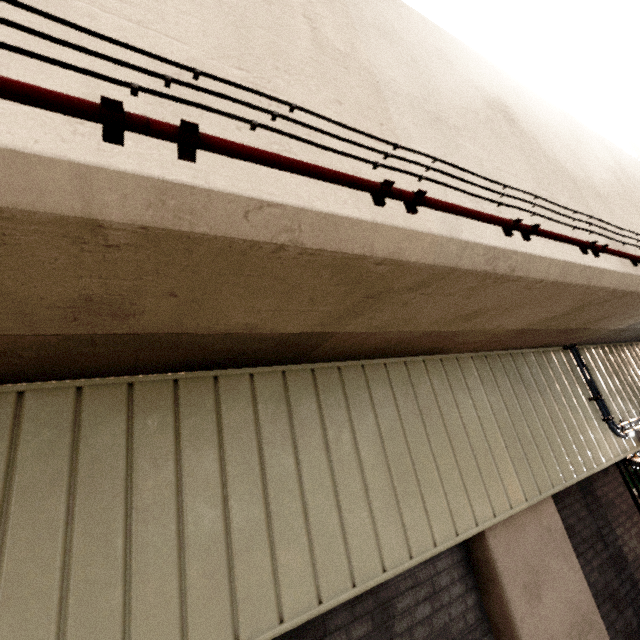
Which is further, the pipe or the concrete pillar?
the concrete pillar

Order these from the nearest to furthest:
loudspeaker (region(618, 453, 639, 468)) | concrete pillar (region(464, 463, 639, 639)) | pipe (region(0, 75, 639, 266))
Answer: pipe (region(0, 75, 639, 266)) → concrete pillar (region(464, 463, 639, 639)) → loudspeaker (region(618, 453, 639, 468))

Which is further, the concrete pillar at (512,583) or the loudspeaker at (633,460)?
the loudspeaker at (633,460)

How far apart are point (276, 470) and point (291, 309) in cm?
143

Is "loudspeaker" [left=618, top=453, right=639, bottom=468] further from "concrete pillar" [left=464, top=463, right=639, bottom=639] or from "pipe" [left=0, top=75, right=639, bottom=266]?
"pipe" [left=0, top=75, right=639, bottom=266]

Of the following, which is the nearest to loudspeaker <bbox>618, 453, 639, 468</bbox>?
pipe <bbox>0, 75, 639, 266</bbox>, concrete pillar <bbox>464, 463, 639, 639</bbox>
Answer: concrete pillar <bbox>464, 463, 639, 639</bbox>

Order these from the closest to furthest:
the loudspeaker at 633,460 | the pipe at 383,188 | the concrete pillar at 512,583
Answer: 1. the pipe at 383,188
2. the concrete pillar at 512,583
3. the loudspeaker at 633,460
